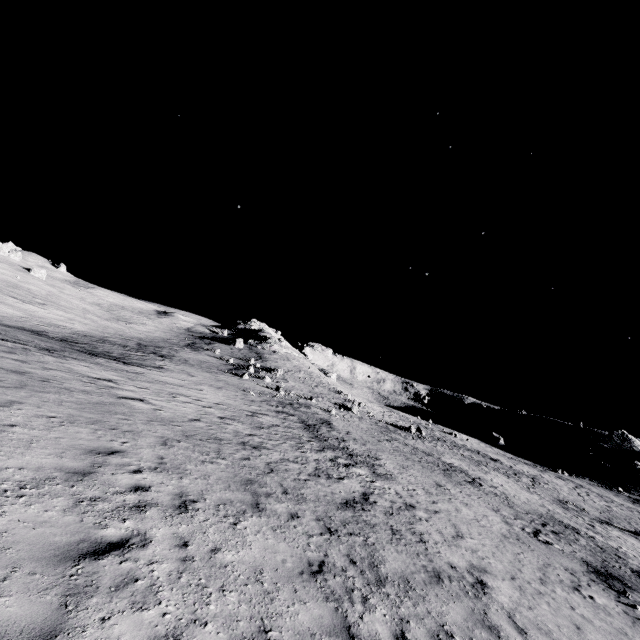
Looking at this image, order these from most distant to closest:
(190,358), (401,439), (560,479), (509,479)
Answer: (560,479) → (190,358) → (401,439) → (509,479)
